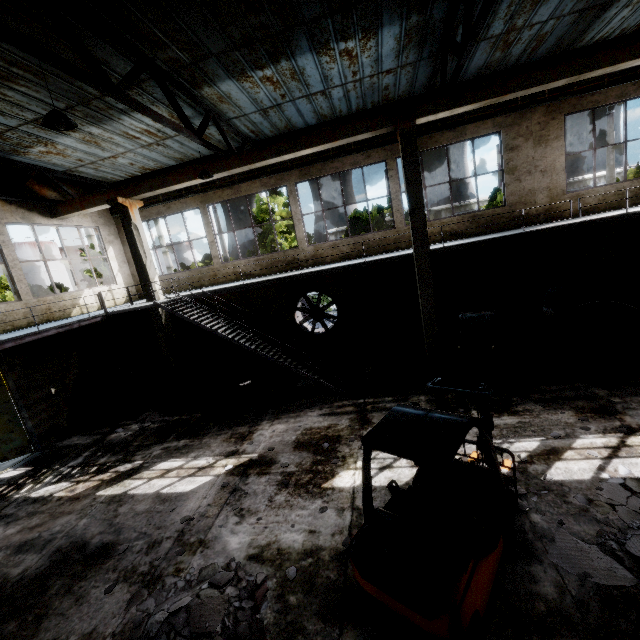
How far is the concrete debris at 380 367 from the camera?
10.8m

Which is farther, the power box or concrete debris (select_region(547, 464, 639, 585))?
the power box

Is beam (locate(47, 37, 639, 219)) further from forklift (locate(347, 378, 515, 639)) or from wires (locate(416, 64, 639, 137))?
forklift (locate(347, 378, 515, 639))

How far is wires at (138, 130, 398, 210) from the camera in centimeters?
1224cm

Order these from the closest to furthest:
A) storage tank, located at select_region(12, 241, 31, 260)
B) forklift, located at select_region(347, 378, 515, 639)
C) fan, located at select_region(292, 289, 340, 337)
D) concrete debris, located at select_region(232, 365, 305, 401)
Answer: forklift, located at select_region(347, 378, 515, 639) → concrete debris, located at select_region(232, 365, 305, 401) → fan, located at select_region(292, 289, 340, 337) → storage tank, located at select_region(12, 241, 31, 260)

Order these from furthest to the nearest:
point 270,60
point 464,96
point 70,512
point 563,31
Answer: point 563,31, point 464,96, point 270,60, point 70,512

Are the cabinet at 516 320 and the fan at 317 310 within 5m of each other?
no

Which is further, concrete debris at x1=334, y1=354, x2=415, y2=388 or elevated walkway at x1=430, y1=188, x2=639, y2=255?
concrete debris at x1=334, y1=354, x2=415, y2=388
